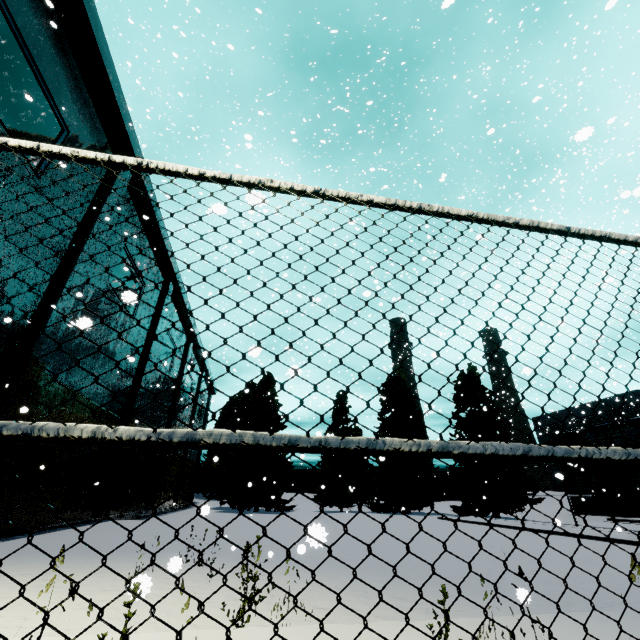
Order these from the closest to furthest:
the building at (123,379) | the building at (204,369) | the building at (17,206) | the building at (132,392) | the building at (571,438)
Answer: the building at (17,206) < the building at (123,379) < the building at (132,392) < the building at (571,438) < the building at (204,369)

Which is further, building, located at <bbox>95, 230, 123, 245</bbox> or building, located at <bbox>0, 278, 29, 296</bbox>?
building, located at <bbox>95, 230, 123, 245</bbox>

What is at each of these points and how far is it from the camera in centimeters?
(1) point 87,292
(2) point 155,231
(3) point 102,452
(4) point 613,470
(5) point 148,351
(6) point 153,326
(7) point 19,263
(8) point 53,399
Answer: (1) building, 1402cm
(2) building, 1928cm
(3) building, 1698cm
(4) building, 3028cm
(5) building, 2098cm
(6) building, 2183cm
(7) building, 1011cm
(8) building, 1248cm

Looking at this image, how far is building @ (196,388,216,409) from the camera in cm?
3954

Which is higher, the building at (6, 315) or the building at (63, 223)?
the building at (63, 223)

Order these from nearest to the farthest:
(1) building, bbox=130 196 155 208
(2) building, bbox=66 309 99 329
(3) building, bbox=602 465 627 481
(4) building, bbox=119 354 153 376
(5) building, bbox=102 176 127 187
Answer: (2) building, bbox=66 309 99 329, (5) building, bbox=102 176 127 187, (1) building, bbox=130 196 155 208, (4) building, bbox=119 354 153 376, (3) building, bbox=602 465 627 481
